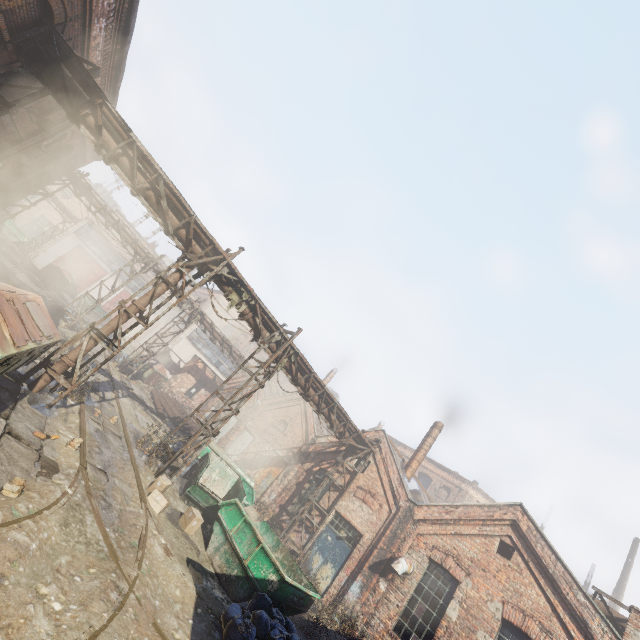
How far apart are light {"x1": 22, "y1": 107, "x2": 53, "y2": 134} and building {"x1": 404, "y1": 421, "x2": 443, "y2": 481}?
20.69m

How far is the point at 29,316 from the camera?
7.4 meters

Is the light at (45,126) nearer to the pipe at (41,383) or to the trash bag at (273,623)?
the pipe at (41,383)

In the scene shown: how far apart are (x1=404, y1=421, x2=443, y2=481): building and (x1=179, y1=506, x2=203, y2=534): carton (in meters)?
11.53

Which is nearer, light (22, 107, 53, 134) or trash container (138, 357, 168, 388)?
light (22, 107, 53, 134)

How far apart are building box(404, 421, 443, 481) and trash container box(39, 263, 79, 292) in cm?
3150

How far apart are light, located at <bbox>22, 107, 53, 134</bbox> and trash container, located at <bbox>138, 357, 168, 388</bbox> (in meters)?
17.44

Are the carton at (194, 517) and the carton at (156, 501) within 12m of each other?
yes
